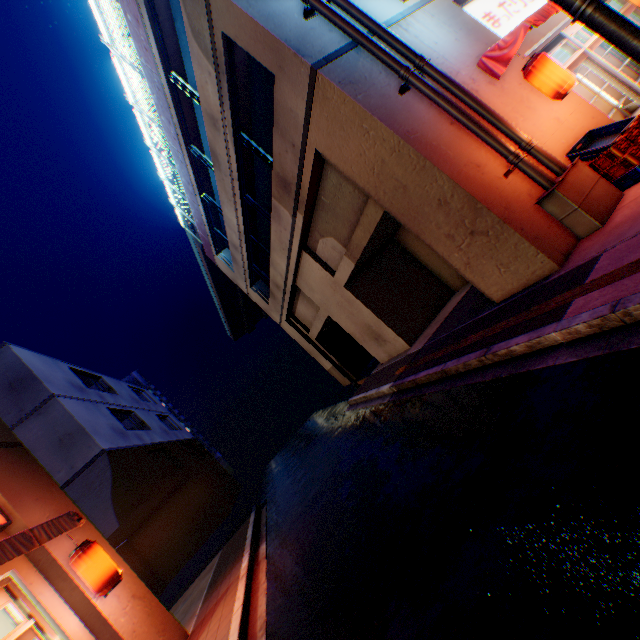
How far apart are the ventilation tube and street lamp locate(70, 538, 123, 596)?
9.97m

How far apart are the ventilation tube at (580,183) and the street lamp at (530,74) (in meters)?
1.40

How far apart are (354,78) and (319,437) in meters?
12.9 m

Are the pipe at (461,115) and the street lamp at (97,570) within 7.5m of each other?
no

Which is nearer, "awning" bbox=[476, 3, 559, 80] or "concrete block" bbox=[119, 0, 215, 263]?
"awning" bbox=[476, 3, 559, 80]

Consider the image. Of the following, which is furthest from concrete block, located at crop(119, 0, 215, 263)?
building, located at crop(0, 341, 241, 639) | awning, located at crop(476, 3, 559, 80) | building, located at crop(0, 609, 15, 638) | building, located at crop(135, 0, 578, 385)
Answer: building, located at crop(0, 341, 241, 639)

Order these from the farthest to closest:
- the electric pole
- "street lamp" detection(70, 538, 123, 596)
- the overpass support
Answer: the overpass support → "street lamp" detection(70, 538, 123, 596) → the electric pole

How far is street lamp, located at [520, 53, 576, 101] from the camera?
6.0m
